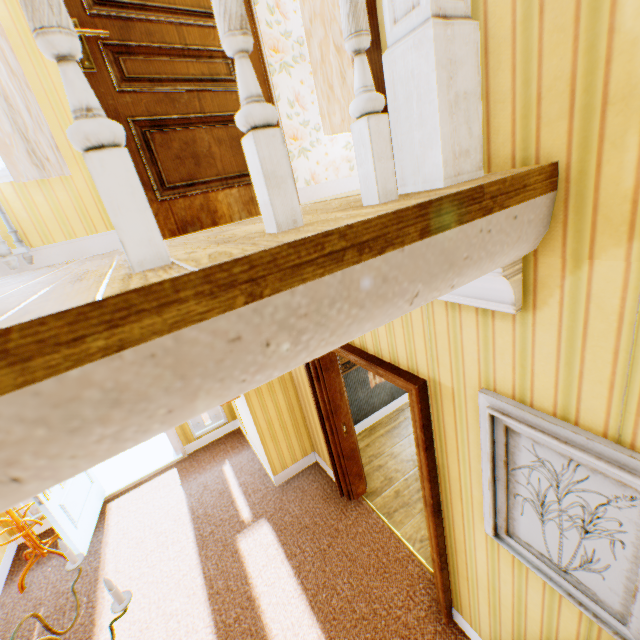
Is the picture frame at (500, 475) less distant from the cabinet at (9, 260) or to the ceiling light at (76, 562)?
the ceiling light at (76, 562)

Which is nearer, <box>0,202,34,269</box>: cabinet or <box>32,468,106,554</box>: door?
<box>0,202,34,269</box>: cabinet

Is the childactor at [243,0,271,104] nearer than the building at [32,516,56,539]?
Yes

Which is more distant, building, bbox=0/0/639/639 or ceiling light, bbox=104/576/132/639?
ceiling light, bbox=104/576/132/639

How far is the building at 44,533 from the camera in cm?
452

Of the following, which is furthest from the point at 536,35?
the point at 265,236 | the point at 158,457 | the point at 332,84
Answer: the point at 158,457

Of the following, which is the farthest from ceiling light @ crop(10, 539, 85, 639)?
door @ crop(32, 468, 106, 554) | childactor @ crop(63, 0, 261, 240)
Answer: door @ crop(32, 468, 106, 554)
